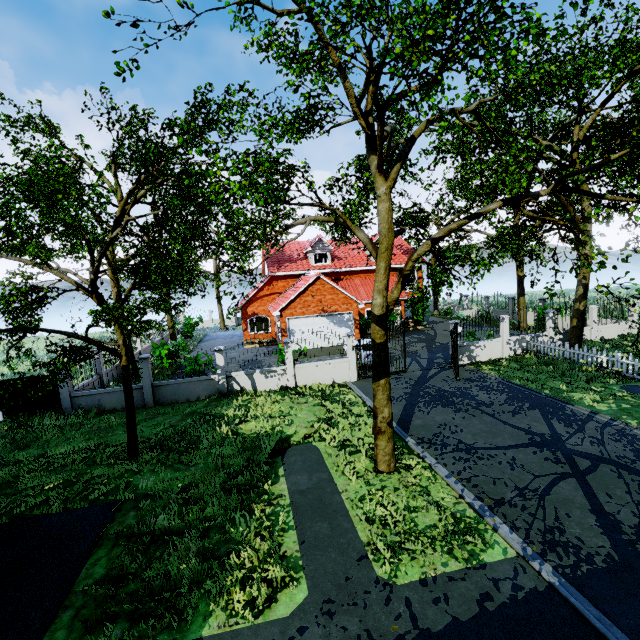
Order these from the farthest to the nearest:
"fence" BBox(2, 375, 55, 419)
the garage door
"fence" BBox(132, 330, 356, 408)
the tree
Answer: the garage door < "fence" BBox(132, 330, 356, 408) < "fence" BBox(2, 375, 55, 419) < the tree

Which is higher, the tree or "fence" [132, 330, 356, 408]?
the tree

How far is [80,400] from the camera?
14.23m

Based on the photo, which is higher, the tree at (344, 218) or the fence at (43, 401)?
the tree at (344, 218)

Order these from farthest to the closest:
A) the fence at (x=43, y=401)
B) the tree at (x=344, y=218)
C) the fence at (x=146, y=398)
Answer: the fence at (x=146, y=398) < the fence at (x=43, y=401) < the tree at (x=344, y=218)

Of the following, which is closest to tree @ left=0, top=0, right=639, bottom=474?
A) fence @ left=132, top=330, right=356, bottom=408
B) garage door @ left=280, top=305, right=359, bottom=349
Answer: fence @ left=132, top=330, right=356, bottom=408

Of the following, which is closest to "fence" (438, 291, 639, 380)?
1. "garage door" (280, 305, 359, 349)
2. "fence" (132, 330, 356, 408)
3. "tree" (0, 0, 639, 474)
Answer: "tree" (0, 0, 639, 474)

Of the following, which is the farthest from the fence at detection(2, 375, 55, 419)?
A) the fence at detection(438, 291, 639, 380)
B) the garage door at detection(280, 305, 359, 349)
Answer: the garage door at detection(280, 305, 359, 349)
